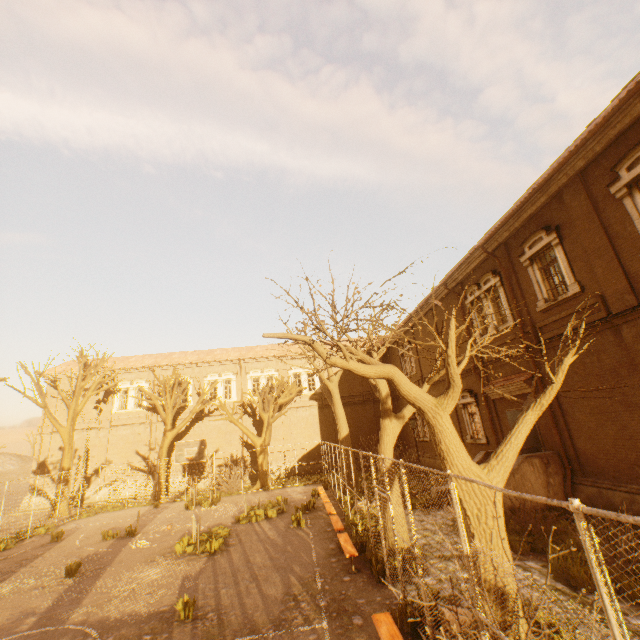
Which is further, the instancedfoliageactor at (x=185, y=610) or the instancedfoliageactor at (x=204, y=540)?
the instancedfoliageactor at (x=204, y=540)

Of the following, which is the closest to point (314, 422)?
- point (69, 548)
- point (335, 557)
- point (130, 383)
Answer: point (130, 383)

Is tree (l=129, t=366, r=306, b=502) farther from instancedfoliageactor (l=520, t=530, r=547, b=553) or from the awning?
the awning

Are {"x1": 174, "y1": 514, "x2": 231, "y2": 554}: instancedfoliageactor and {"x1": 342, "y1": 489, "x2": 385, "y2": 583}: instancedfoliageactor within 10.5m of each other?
yes

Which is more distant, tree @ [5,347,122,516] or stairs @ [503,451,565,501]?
tree @ [5,347,122,516]

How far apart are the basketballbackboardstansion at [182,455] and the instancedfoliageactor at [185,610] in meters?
11.5

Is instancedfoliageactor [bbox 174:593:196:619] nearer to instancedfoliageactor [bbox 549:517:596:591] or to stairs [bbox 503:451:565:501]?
instancedfoliageactor [bbox 549:517:596:591]

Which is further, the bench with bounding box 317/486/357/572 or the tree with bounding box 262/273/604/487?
the bench with bounding box 317/486/357/572
